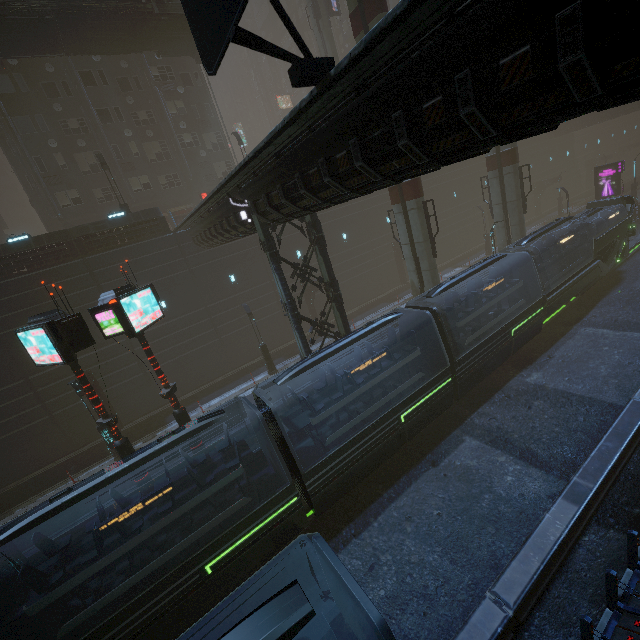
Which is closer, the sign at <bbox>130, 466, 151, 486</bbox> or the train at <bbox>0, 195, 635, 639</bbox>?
the train at <bbox>0, 195, 635, 639</bbox>

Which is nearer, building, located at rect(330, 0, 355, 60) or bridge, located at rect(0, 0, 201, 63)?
bridge, located at rect(0, 0, 201, 63)

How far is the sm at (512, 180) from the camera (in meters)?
23.30

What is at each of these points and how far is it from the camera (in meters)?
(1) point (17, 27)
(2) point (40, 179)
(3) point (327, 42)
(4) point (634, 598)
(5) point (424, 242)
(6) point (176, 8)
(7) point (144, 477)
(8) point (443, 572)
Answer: (1) bridge, 20.08
(2) building, 26.78
(3) sm, 32.25
(4) building, 6.92
(5) sm, 19.39
(6) stairs, 22.50
(7) sign, 13.55
(8) train rail, 9.74

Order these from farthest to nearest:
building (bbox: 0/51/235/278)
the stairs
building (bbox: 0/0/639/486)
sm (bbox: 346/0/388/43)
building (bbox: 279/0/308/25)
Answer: building (bbox: 279/0/308/25) → building (bbox: 0/51/235/278) → the stairs → sm (bbox: 346/0/388/43) → building (bbox: 0/0/639/486)

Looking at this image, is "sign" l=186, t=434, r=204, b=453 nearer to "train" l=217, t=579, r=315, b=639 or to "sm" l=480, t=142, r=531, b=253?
"train" l=217, t=579, r=315, b=639

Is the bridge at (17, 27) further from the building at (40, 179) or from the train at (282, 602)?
the train at (282, 602)

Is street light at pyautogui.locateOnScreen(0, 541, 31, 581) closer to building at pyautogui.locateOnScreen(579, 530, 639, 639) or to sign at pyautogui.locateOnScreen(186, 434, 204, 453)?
building at pyautogui.locateOnScreen(579, 530, 639, 639)
